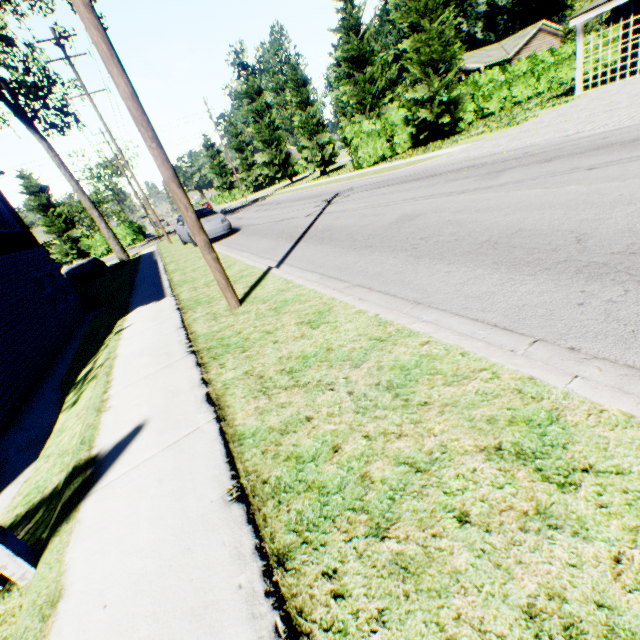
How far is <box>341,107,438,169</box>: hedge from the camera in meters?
21.2 m

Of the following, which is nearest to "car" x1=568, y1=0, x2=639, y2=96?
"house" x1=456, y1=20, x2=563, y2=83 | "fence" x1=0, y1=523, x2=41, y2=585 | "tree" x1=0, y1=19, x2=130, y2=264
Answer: "house" x1=456, y1=20, x2=563, y2=83

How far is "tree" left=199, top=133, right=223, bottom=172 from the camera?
58.1m

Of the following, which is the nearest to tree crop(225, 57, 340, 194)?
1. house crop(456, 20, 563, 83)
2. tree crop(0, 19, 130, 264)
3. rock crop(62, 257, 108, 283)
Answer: house crop(456, 20, 563, 83)

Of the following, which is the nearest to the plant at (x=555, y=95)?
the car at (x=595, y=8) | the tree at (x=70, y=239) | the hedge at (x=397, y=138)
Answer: the car at (x=595, y=8)

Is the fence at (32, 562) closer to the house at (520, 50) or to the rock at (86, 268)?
the rock at (86, 268)

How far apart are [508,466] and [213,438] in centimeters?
215cm

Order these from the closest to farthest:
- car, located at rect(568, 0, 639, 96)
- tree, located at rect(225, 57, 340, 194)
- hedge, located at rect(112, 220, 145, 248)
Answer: car, located at rect(568, 0, 639, 96) → tree, located at rect(225, 57, 340, 194) → hedge, located at rect(112, 220, 145, 248)
